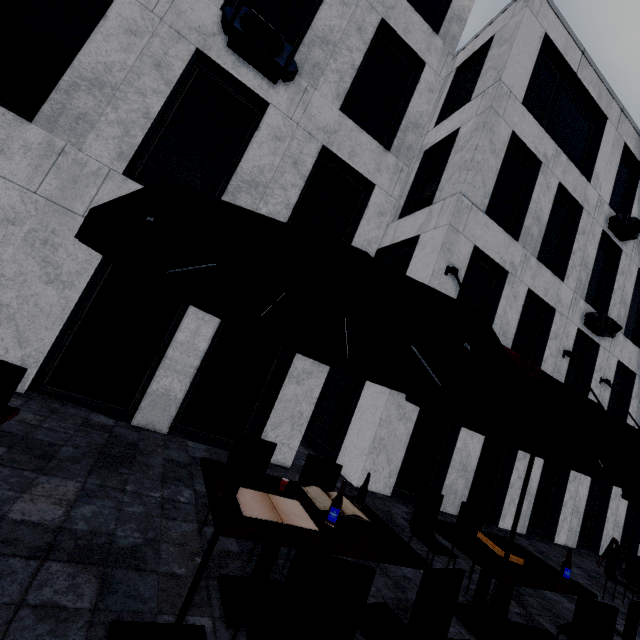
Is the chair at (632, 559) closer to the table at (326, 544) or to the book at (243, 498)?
the table at (326, 544)

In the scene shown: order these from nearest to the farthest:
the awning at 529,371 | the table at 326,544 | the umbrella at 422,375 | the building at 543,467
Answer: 1. the umbrella at 422,375
2. the table at 326,544
3. the awning at 529,371
4. the building at 543,467

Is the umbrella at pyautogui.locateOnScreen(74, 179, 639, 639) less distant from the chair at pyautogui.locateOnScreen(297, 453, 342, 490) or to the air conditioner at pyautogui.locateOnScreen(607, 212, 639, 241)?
the chair at pyautogui.locateOnScreen(297, 453, 342, 490)

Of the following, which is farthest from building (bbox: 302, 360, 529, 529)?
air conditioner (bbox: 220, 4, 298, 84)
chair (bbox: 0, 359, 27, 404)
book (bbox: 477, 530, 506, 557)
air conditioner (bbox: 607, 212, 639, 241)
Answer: chair (bbox: 0, 359, 27, 404)

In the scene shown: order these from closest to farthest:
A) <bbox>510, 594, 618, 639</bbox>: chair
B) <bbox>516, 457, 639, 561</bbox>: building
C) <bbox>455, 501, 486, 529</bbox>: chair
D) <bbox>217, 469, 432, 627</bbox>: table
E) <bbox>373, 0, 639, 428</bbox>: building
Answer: <bbox>217, 469, 432, 627</bbox>: table → <bbox>510, 594, 618, 639</bbox>: chair → <bbox>455, 501, 486, 529</bbox>: chair → <bbox>373, 0, 639, 428</bbox>: building → <bbox>516, 457, 639, 561</bbox>: building

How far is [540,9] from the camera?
10.3 meters

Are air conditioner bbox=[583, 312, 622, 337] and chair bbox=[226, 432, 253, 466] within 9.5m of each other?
no

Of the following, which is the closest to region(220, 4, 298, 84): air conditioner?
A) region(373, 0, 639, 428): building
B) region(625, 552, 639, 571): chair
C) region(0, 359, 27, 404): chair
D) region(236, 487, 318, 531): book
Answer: region(373, 0, 639, 428): building
